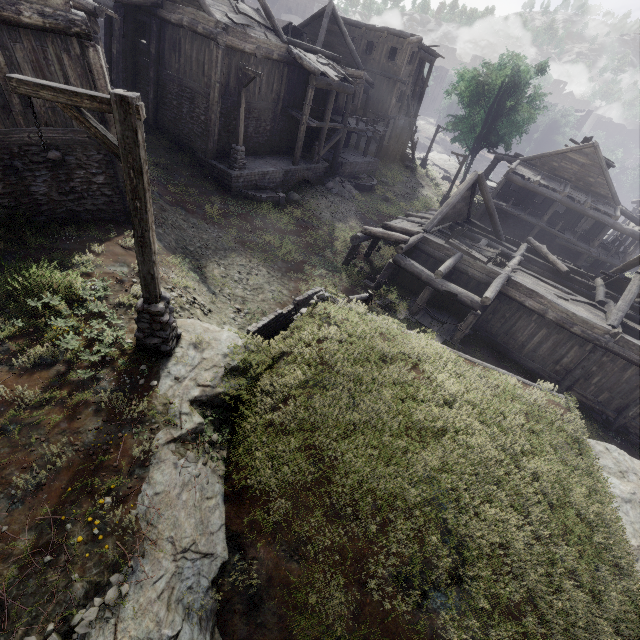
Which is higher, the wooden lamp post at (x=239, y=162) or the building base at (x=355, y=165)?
the wooden lamp post at (x=239, y=162)

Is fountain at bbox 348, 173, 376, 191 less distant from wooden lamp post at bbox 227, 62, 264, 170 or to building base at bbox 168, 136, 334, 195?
building base at bbox 168, 136, 334, 195

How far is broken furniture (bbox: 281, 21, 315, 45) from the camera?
23.5m

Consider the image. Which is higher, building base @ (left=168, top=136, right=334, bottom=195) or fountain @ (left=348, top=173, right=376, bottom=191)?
building base @ (left=168, top=136, right=334, bottom=195)

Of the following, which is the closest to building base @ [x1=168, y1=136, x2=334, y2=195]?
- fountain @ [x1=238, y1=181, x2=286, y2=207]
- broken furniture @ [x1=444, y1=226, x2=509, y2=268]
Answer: fountain @ [x1=238, y1=181, x2=286, y2=207]

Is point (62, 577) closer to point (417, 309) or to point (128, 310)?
point (128, 310)

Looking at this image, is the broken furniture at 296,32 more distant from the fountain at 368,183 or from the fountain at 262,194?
the fountain at 262,194

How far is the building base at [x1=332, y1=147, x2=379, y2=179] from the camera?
25.2m
